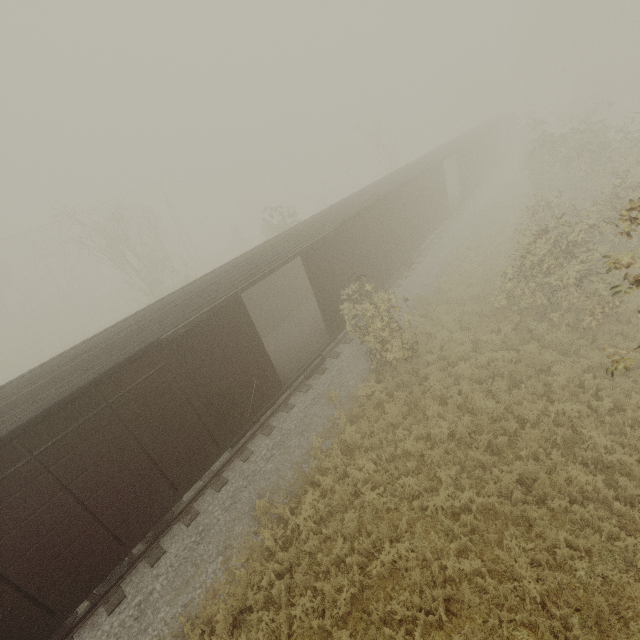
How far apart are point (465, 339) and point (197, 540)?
10.4m
